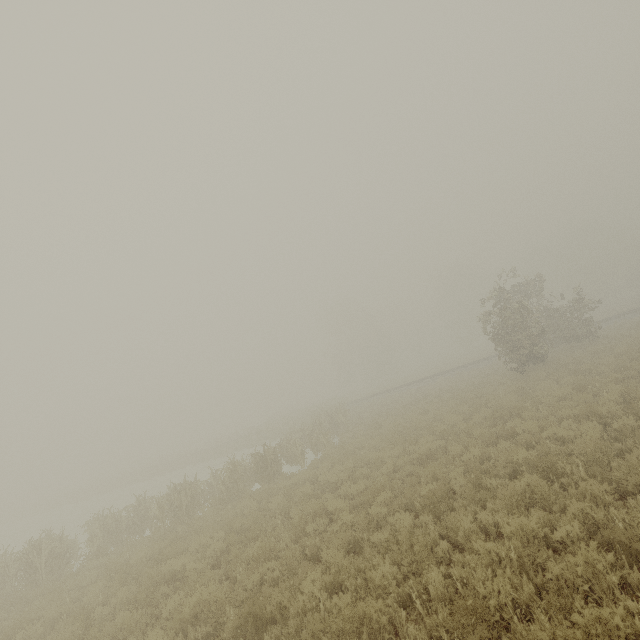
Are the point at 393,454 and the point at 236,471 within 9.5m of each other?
yes
